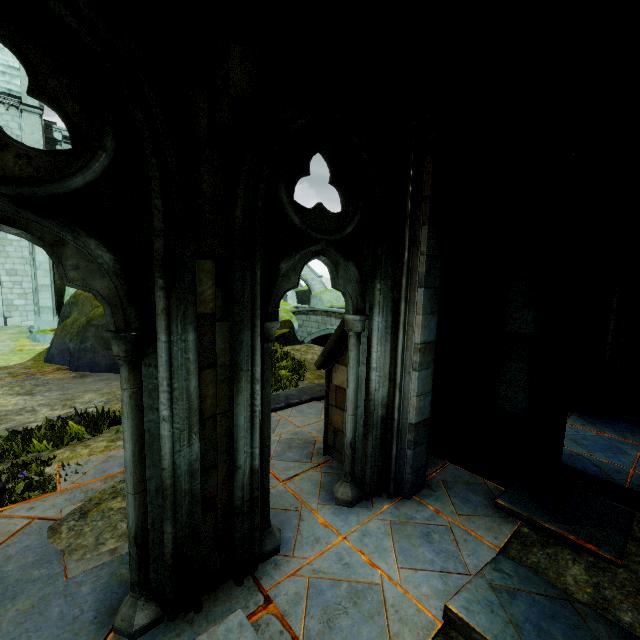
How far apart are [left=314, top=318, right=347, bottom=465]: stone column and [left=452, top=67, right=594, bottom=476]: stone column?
1.3m

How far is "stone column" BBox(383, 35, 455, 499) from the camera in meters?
3.3 m

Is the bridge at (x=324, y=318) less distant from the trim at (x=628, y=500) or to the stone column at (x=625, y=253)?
the stone column at (x=625, y=253)

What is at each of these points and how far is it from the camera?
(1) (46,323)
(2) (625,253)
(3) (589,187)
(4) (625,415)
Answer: (1) buttress, 15.9m
(2) stone column, 6.2m
(3) stone column, 3.9m
(4) trim, 6.4m

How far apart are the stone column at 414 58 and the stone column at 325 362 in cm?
23

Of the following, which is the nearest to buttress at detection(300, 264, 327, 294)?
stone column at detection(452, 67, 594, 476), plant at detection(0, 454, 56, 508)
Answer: stone column at detection(452, 67, 594, 476)

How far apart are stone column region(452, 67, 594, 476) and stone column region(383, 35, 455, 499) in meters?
1.2

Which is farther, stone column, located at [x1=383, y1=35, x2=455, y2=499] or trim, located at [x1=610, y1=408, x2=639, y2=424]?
trim, located at [x1=610, y1=408, x2=639, y2=424]
